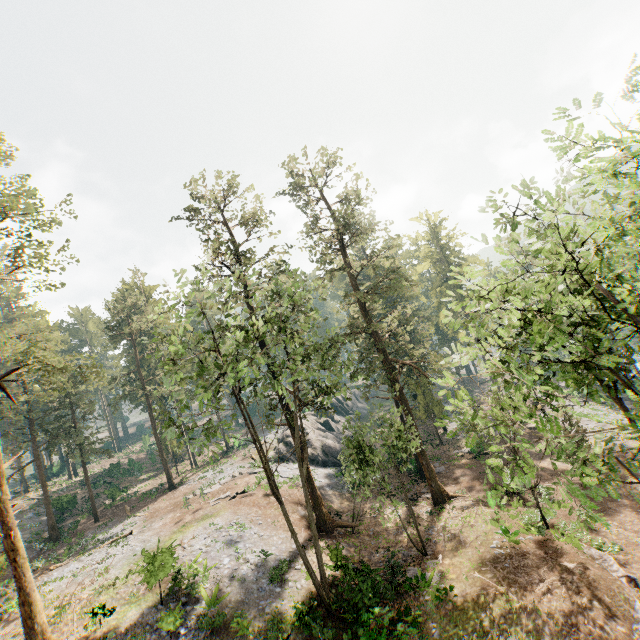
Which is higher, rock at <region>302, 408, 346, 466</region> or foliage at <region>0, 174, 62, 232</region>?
foliage at <region>0, 174, 62, 232</region>

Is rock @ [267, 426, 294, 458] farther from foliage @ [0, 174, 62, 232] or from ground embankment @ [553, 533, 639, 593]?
ground embankment @ [553, 533, 639, 593]

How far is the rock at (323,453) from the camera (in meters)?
37.53

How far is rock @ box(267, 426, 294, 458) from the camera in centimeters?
3838cm

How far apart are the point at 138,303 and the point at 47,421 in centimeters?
3256cm

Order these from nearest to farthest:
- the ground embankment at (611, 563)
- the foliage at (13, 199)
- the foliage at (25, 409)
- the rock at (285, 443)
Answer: the ground embankment at (611, 563) < the foliage at (25, 409) < the foliage at (13, 199) < the rock at (285, 443)

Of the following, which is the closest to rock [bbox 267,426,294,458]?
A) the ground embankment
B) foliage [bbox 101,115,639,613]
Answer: foliage [bbox 101,115,639,613]
